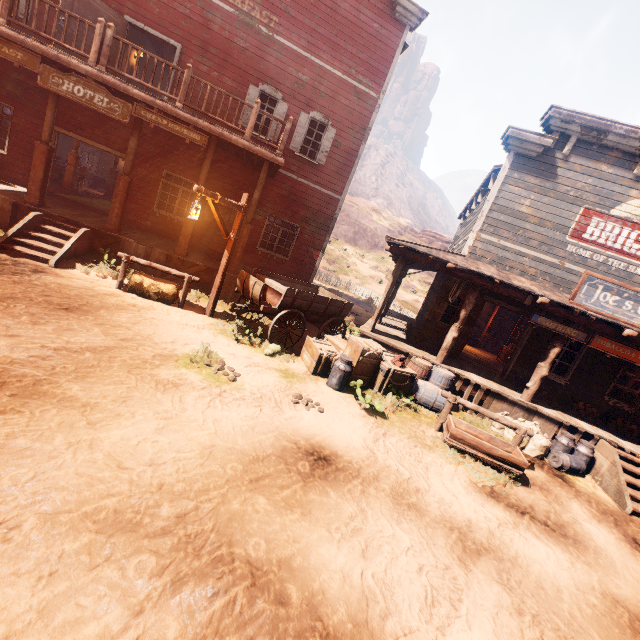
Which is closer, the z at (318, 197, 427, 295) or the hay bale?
the hay bale

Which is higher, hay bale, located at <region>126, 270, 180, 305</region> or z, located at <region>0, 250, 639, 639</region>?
hay bale, located at <region>126, 270, 180, 305</region>

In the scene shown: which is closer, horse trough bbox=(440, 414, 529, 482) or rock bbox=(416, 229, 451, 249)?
horse trough bbox=(440, 414, 529, 482)

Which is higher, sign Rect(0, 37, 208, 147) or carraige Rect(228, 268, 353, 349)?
sign Rect(0, 37, 208, 147)

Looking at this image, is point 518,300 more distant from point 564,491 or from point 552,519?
point 552,519

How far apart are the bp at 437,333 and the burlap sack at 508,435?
2.3 meters

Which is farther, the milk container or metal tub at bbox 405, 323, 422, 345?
metal tub at bbox 405, 323, 422, 345

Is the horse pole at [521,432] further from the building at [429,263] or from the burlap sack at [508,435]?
the building at [429,263]
